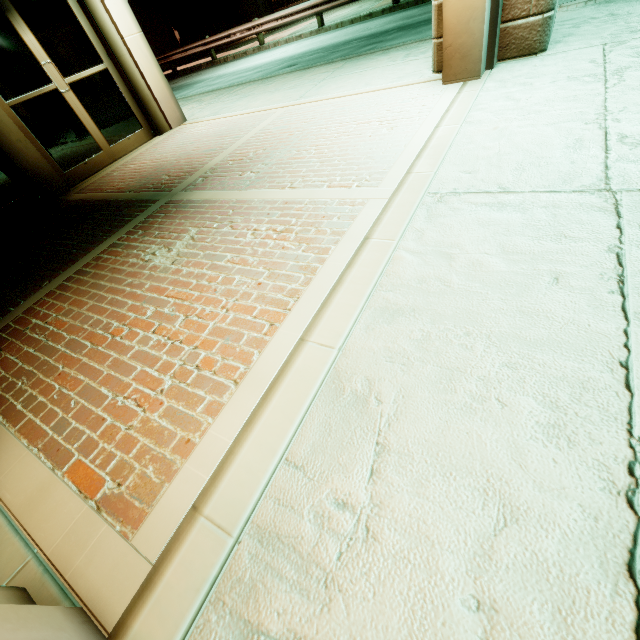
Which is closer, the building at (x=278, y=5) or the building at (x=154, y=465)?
the building at (x=154, y=465)

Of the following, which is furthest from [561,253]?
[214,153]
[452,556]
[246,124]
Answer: [246,124]

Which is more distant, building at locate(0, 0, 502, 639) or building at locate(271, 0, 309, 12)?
building at locate(271, 0, 309, 12)
